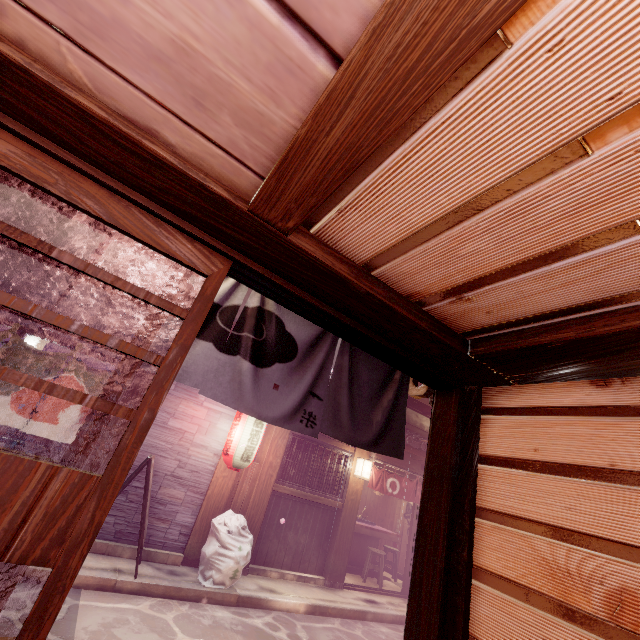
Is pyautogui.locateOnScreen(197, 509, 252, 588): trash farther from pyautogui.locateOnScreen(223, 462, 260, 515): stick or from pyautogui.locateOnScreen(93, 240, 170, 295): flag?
pyautogui.locateOnScreen(93, 240, 170, 295): flag

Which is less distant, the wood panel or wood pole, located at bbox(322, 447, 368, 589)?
the wood panel

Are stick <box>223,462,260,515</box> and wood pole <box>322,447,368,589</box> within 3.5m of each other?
no

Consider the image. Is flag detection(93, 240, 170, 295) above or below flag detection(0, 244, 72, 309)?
above

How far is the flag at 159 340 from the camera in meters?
3.4

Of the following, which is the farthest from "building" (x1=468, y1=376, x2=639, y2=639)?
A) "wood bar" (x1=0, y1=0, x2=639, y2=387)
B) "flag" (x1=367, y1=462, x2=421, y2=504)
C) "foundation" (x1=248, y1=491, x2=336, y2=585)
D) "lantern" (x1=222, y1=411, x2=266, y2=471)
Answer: "flag" (x1=367, y1=462, x2=421, y2=504)

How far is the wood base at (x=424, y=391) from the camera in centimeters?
525cm

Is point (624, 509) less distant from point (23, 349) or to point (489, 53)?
point (489, 53)
